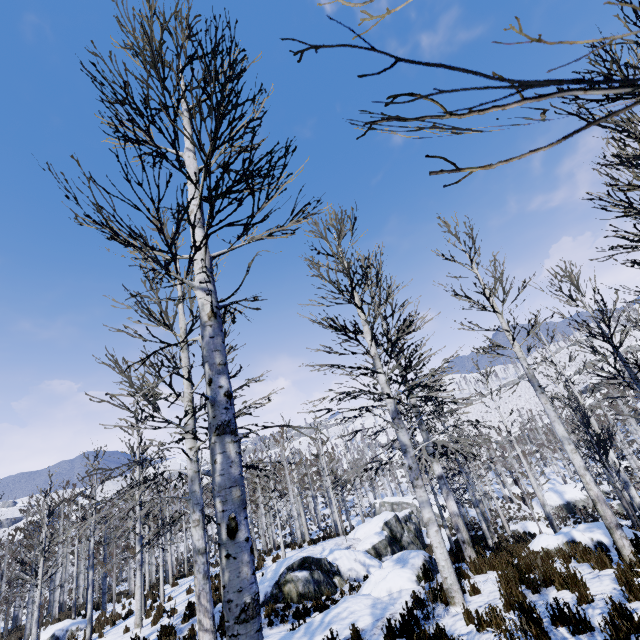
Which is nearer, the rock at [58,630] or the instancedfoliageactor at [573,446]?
the instancedfoliageactor at [573,446]

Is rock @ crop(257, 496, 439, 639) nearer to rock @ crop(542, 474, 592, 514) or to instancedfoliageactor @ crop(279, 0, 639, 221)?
instancedfoliageactor @ crop(279, 0, 639, 221)

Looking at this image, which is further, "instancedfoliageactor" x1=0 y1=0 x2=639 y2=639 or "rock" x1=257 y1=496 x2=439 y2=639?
"rock" x1=257 y1=496 x2=439 y2=639

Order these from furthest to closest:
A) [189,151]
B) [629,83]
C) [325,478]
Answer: [325,478]
[189,151]
[629,83]

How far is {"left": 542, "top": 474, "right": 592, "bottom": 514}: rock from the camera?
30.6m

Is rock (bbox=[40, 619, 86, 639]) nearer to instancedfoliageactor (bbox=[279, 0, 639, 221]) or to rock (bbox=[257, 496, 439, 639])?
instancedfoliageactor (bbox=[279, 0, 639, 221])

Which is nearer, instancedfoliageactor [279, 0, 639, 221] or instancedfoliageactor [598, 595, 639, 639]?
instancedfoliageactor [279, 0, 639, 221]

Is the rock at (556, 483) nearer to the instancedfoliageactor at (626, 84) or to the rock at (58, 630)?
the instancedfoliageactor at (626, 84)
